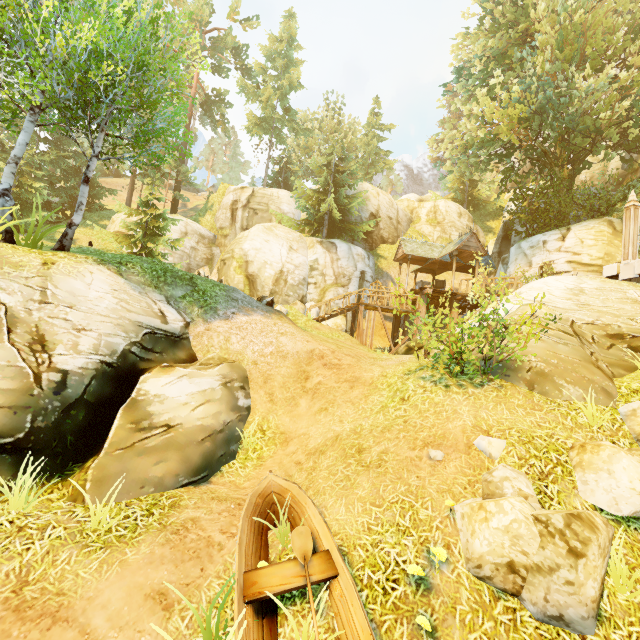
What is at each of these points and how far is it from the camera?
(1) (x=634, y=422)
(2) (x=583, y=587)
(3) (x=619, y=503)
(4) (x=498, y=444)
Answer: Answer:
(1) rock, 5.86m
(2) rock, 3.82m
(3) rock, 4.69m
(4) rock, 5.71m

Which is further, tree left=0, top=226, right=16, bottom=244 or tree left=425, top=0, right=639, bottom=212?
tree left=425, top=0, right=639, bottom=212

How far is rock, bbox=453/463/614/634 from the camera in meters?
3.8 m

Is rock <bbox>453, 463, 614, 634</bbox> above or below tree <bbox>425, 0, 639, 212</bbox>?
below

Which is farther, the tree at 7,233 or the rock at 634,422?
the tree at 7,233

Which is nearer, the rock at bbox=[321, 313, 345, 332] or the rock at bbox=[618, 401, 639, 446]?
the rock at bbox=[618, 401, 639, 446]

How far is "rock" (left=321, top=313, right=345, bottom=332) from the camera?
23.42m

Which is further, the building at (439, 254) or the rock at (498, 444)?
the building at (439, 254)
